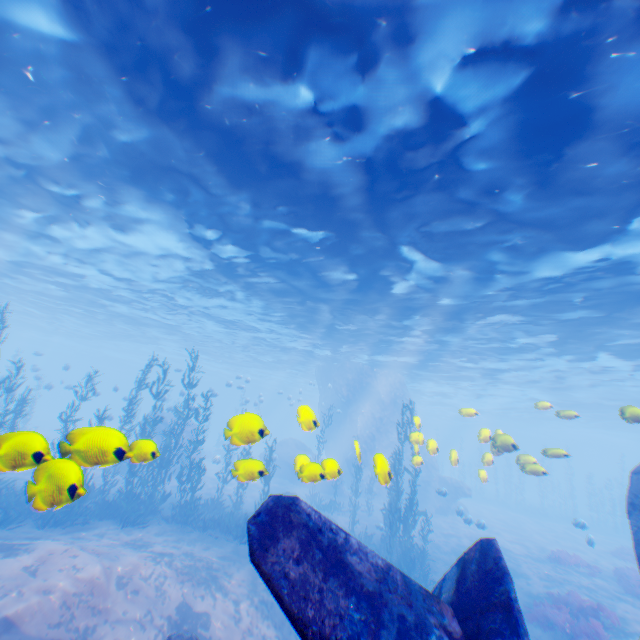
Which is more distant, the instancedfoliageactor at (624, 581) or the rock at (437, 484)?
the rock at (437, 484)

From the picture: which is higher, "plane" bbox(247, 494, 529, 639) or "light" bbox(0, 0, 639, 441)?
"light" bbox(0, 0, 639, 441)

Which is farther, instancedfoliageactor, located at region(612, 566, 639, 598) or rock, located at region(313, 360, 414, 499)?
rock, located at region(313, 360, 414, 499)

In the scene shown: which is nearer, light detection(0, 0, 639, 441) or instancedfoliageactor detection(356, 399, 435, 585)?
light detection(0, 0, 639, 441)

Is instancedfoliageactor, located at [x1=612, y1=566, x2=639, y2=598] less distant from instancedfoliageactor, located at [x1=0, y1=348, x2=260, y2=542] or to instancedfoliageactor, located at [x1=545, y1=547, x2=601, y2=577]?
instancedfoliageactor, located at [x1=545, y1=547, x2=601, y2=577]

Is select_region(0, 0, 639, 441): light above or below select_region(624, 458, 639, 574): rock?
above

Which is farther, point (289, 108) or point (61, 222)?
→ point (61, 222)

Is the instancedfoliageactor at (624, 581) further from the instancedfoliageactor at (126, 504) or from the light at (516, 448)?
the instancedfoliageactor at (126, 504)
